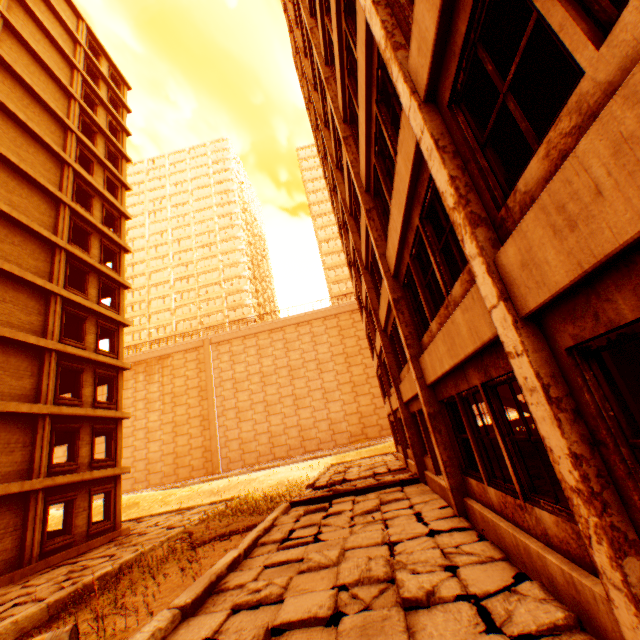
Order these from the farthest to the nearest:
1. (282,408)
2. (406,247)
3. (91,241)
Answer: (282,408) → (91,241) → (406,247)

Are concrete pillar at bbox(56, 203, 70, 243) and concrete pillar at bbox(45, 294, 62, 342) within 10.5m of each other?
yes

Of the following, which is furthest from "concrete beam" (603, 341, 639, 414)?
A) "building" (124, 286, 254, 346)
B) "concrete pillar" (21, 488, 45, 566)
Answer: "building" (124, 286, 254, 346)

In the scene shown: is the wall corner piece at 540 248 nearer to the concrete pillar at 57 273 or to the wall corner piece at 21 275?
the wall corner piece at 21 275

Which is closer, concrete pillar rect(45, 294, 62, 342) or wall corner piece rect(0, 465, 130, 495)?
wall corner piece rect(0, 465, 130, 495)

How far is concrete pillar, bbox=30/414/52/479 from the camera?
13.8 meters

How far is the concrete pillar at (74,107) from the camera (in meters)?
21.18

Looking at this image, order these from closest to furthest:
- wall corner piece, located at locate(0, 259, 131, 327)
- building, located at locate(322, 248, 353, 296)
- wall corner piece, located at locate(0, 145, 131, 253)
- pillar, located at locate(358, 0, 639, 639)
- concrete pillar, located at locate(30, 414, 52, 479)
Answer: pillar, located at locate(358, 0, 639, 639) < concrete pillar, located at locate(30, 414, 52, 479) < wall corner piece, located at locate(0, 259, 131, 327) < wall corner piece, located at locate(0, 145, 131, 253) < building, located at locate(322, 248, 353, 296)
